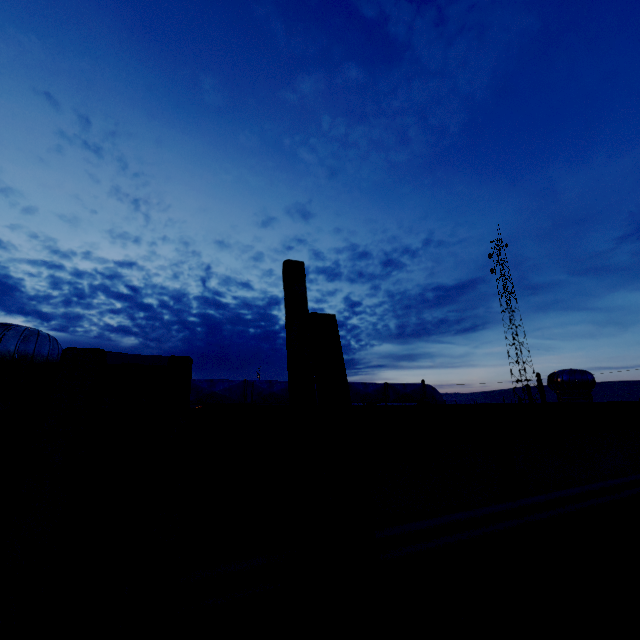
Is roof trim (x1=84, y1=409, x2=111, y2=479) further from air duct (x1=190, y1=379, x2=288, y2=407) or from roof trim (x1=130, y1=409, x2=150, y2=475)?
air duct (x1=190, y1=379, x2=288, y2=407)

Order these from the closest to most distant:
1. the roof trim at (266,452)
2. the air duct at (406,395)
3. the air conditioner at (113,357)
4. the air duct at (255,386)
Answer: the roof trim at (266,452), the air conditioner at (113,357), the air duct at (255,386), the air duct at (406,395)

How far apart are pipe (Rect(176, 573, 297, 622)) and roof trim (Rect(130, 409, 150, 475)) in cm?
37

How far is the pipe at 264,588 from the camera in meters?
1.2

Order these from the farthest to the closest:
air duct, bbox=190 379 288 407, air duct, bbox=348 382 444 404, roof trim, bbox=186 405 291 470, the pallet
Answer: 1. air duct, bbox=348 382 444 404
2. air duct, bbox=190 379 288 407
3. roof trim, bbox=186 405 291 470
4. the pallet

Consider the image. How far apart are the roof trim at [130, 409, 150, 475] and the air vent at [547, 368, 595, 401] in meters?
5.0 m

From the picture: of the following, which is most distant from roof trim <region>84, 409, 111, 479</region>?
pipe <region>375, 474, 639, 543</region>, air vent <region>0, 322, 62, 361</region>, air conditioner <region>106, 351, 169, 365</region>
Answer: air conditioner <region>106, 351, 169, 365</region>

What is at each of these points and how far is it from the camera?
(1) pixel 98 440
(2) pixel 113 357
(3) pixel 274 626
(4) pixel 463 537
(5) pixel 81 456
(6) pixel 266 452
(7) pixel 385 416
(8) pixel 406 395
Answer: (1) roof trim, 1.3 meters
(2) air conditioner, 4.5 meters
(3) roof trim, 1.2 meters
(4) pipe, 1.8 meters
(5) pallet, 1.1 meters
(6) roof trim, 1.6 meters
(7) roof trim, 1.9 meters
(8) air duct, 6.9 meters
